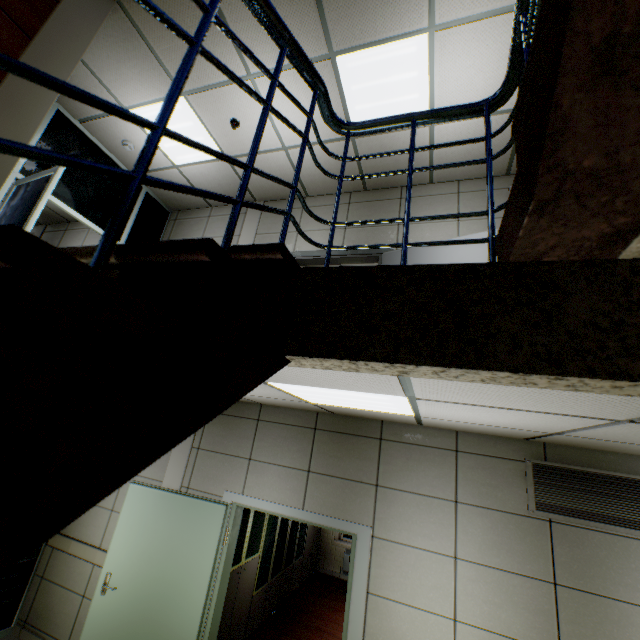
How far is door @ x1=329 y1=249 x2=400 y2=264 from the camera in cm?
439

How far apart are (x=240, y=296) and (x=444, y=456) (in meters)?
3.48

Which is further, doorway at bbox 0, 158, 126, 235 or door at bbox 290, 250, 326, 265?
door at bbox 290, 250, 326, 265

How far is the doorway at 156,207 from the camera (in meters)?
5.62

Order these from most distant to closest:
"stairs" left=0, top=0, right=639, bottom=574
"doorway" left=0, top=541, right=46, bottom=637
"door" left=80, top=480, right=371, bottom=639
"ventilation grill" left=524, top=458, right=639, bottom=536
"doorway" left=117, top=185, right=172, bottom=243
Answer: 1. "doorway" left=117, top=185, right=172, bottom=243
2. "doorway" left=0, top=541, right=46, bottom=637
3. "door" left=80, top=480, right=371, bottom=639
4. "ventilation grill" left=524, top=458, right=639, bottom=536
5. "stairs" left=0, top=0, right=639, bottom=574

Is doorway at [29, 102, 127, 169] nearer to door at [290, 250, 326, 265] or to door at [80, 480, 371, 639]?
door at [80, 480, 371, 639]

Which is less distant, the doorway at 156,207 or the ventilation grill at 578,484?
the ventilation grill at 578,484
